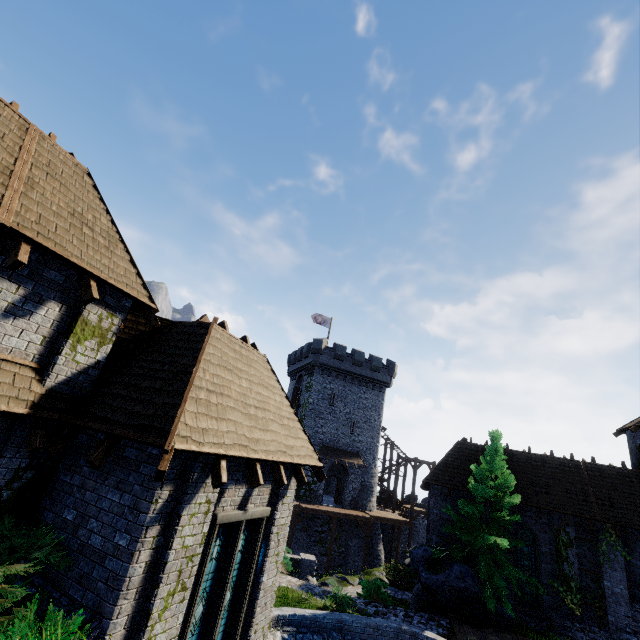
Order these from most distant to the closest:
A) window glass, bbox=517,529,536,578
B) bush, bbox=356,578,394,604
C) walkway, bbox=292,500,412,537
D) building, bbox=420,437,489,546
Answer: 1. walkway, bbox=292,500,412,537
2. building, bbox=420,437,489,546
3. window glass, bbox=517,529,536,578
4. bush, bbox=356,578,394,604

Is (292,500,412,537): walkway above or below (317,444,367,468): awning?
below

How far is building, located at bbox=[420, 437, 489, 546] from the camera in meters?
20.9 m

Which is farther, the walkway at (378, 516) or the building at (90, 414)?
the walkway at (378, 516)

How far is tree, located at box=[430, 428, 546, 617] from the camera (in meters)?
16.08

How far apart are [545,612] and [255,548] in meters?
19.6 m

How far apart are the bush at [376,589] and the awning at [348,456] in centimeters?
1477cm

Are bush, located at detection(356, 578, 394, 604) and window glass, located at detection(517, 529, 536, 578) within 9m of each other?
yes
